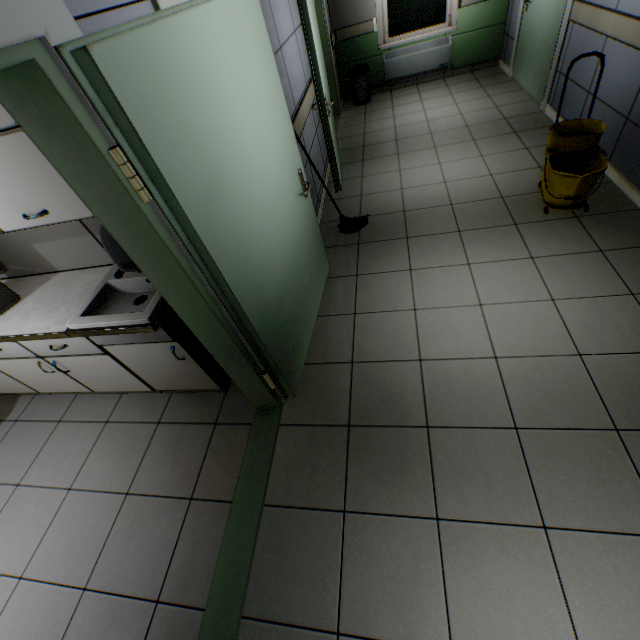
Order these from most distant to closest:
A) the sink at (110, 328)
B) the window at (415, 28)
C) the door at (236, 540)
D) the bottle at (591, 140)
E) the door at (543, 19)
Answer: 1. the window at (415, 28)
2. the door at (543, 19)
3. the bottle at (591, 140)
4. the sink at (110, 328)
5. the door at (236, 540)

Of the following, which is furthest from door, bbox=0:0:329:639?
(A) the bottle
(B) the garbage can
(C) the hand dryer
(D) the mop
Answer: (B) the garbage can

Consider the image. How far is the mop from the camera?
3.0m

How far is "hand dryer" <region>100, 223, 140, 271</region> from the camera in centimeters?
137cm

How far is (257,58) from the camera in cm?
178

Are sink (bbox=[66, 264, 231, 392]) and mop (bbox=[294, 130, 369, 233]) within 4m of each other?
yes

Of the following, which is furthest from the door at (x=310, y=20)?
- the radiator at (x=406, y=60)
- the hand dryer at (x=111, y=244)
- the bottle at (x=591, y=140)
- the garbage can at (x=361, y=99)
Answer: the hand dryer at (x=111, y=244)

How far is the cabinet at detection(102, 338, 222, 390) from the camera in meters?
2.1
